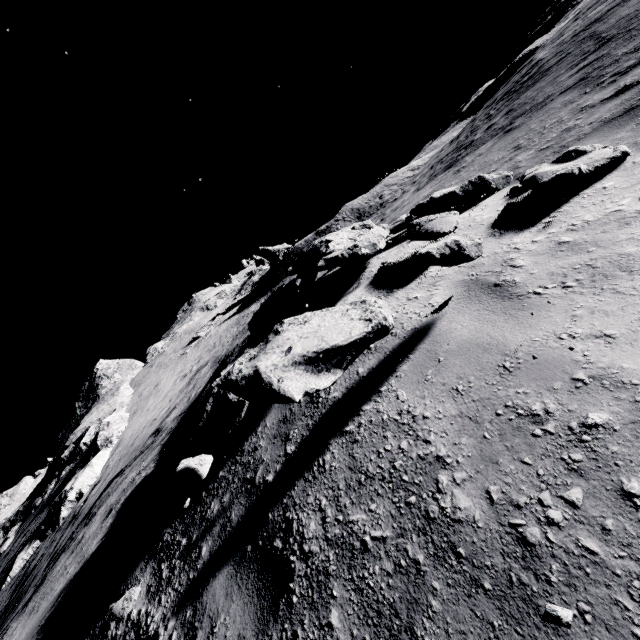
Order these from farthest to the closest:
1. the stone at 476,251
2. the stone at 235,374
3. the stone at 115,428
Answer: the stone at 115,428 < the stone at 476,251 < the stone at 235,374

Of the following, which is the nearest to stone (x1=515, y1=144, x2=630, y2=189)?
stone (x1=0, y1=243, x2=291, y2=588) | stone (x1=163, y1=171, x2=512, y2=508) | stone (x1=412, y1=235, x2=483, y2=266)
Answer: stone (x1=163, y1=171, x2=512, y2=508)

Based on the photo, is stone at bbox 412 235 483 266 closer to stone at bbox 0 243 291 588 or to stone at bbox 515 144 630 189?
stone at bbox 515 144 630 189

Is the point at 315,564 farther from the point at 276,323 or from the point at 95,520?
the point at 95,520

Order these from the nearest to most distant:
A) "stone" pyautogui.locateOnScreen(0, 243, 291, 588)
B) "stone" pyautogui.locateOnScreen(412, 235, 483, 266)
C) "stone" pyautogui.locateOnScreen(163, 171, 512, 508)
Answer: "stone" pyautogui.locateOnScreen(163, 171, 512, 508) < "stone" pyautogui.locateOnScreen(412, 235, 483, 266) < "stone" pyautogui.locateOnScreen(0, 243, 291, 588)

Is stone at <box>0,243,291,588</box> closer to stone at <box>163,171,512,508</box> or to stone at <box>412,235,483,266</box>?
stone at <box>163,171,512,508</box>

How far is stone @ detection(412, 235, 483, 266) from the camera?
3.1m

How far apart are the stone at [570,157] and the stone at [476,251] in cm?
141
